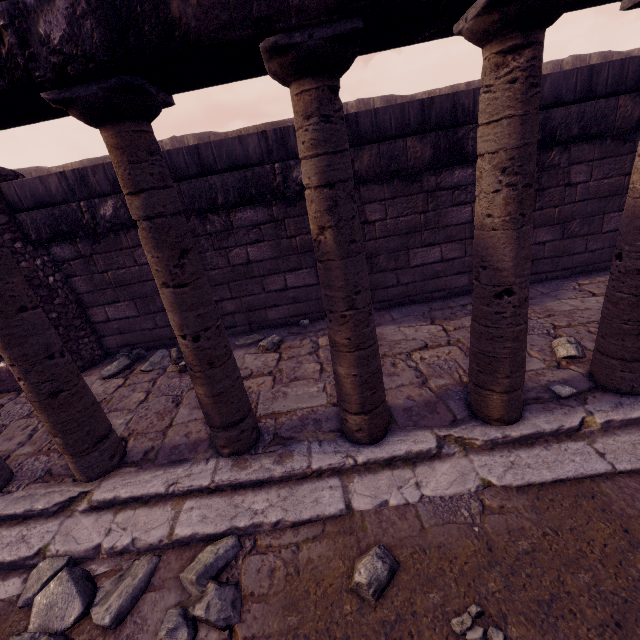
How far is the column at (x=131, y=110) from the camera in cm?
166

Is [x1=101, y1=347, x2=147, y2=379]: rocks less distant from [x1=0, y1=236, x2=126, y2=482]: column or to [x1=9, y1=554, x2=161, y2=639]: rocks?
[x1=0, y1=236, x2=126, y2=482]: column

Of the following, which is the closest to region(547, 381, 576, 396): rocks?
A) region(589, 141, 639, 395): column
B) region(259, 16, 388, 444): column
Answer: region(589, 141, 639, 395): column

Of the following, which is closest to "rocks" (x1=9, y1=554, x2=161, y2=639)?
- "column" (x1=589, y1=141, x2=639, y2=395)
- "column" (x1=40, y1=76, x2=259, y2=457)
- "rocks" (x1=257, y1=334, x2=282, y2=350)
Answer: "column" (x1=40, y1=76, x2=259, y2=457)

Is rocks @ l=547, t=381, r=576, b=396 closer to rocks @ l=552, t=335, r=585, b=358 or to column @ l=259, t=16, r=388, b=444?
rocks @ l=552, t=335, r=585, b=358

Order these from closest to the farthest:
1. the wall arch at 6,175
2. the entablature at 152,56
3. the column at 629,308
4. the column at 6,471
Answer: the entablature at 152,56, the column at 629,308, the column at 6,471, the wall arch at 6,175

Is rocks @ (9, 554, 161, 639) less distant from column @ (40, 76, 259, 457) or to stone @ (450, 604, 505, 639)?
column @ (40, 76, 259, 457)

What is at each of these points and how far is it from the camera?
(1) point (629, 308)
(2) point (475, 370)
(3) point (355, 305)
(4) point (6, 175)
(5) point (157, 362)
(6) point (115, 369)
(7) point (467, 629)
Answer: (1) column, 2.3 meters
(2) column, 2.4 meters
(3) column, 2.1 meters
(4) wall arch, 3.9 meters
(5) rocks, 4.4 meters
(6) rocks, 4.4 meters
(7) stone, 1.5 meters
